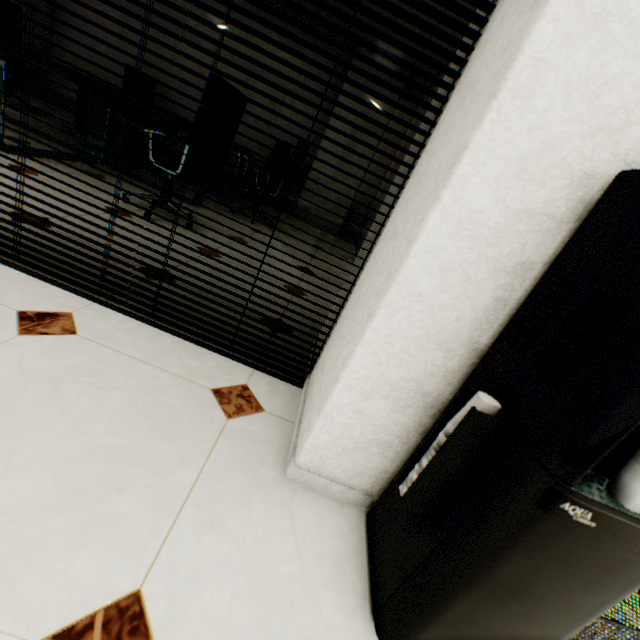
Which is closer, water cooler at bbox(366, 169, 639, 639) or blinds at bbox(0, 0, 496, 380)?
water cooler at bbox(366, 169, 639, 639)

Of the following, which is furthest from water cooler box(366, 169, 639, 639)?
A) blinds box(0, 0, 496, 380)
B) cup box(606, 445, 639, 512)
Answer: blinds box(0, 0, 496, 380)

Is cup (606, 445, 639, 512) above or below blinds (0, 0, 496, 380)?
below

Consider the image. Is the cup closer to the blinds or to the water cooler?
the water cooler

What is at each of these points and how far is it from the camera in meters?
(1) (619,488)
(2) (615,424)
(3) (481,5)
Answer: (1) cup, 0.5
(2) water cooler, 0.5
(3) blinds, 1.0

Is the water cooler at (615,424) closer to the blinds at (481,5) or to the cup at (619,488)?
the cup at (619,488)

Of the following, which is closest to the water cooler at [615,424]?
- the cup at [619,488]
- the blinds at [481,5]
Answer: the cup at [619,488]
